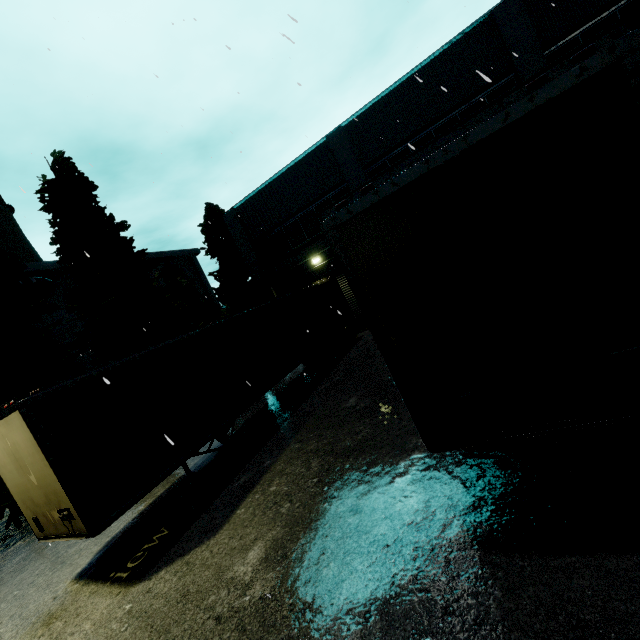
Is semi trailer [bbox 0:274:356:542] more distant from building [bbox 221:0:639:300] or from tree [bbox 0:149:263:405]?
tree [bbox 0:149:263:405]

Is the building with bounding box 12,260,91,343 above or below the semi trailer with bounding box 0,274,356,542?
above

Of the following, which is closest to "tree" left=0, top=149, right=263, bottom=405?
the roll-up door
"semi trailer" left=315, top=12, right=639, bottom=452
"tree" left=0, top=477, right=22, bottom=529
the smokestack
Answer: "tree" left=0, top=477, right=22, bottom=529

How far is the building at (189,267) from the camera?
37.9 meters

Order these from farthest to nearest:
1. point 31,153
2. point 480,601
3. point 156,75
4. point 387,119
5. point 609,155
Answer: point 387,119 < point 31,153 < point 156,75 < point 480,601 < point 609,155

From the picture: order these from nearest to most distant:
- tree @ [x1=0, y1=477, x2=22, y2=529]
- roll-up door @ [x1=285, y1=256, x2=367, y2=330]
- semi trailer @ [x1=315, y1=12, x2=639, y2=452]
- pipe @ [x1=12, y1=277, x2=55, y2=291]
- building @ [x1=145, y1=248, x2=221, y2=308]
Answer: semi trailer @ [x1=315, y1=12, x2=639, y2=452] → tree @ [x1=0, y1=477, x2=22, y2=529] → roll-up door @ [x1=285, y1=256, x2=367, y2=330] → pipe @ [x1=12, y1=277, x2=55, y2=291] → building @ [x1=145, y1=248, x2=221, y2=308]

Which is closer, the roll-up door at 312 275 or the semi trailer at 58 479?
the semi trailer at 58 479

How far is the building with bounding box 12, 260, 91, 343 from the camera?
26.9 meters
